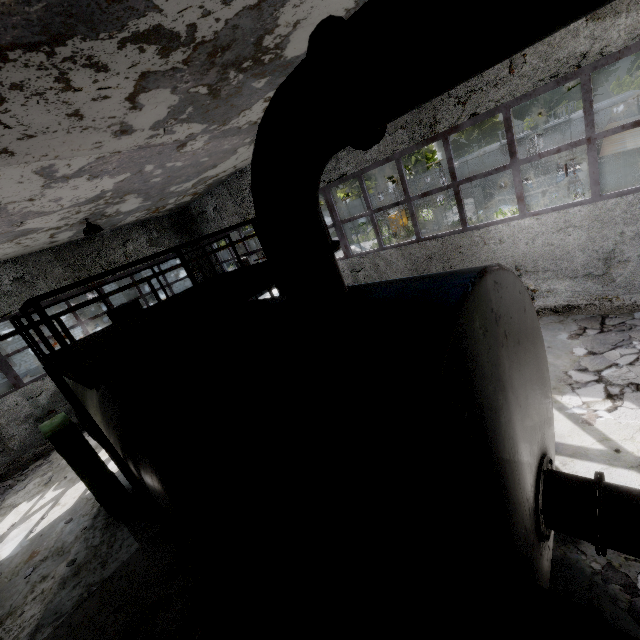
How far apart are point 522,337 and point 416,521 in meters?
2.3

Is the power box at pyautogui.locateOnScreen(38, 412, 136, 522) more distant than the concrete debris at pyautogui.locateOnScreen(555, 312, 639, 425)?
Yes

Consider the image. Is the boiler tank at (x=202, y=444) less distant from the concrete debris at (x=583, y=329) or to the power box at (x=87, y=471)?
the power box at (x=87, y=471)

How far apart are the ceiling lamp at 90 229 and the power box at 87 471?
5.8 meters

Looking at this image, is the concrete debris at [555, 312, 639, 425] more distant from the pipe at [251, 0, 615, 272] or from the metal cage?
the pipe at [251, 0, 615, 272]

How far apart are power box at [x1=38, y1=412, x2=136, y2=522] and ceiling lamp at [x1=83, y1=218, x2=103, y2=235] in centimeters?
577cm

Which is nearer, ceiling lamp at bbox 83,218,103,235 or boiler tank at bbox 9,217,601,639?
boiler tank at bbox 9,217,601,639

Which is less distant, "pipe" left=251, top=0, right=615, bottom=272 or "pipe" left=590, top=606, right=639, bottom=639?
"pipe" left=251, top=0, right=615, bottom=272
